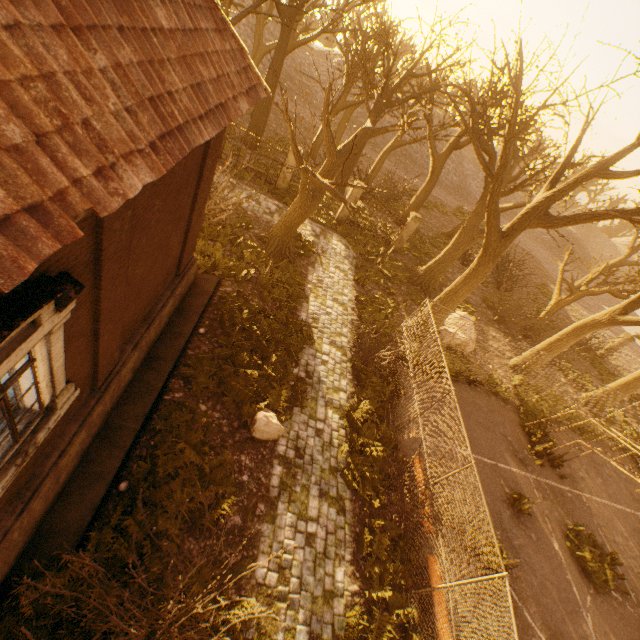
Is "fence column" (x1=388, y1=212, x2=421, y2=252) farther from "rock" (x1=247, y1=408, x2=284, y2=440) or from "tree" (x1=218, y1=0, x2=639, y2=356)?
"rock" (x1=247, y1=408, x2=284, y2=440)

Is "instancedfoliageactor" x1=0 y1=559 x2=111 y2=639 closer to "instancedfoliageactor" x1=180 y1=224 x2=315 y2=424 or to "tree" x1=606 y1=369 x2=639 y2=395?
"tree" x1=606 y1=369 x2=639 y2=395

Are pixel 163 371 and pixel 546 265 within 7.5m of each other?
no

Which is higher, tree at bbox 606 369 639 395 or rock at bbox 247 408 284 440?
tree at bbox 606 369 639 395

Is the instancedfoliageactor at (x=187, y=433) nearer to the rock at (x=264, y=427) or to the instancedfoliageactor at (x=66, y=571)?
the instancedfoliageactor at (x=66, y=571)

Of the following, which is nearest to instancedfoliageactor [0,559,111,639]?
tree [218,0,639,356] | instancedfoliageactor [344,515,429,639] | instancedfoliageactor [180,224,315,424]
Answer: tree [218,0,639,356]

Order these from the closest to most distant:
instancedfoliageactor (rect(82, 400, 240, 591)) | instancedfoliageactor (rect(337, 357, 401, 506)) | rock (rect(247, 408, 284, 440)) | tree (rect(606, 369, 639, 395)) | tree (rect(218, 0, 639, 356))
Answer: instancedfoliageactor (rect(82, 400, 240, 591)) → rock (rect(247, 408, 284, 440)) → instancedfoliageactor (rect(337, 357, 401, 506)) → tree (rect(218, 0, 639, 356)) → tree (rect(606, 369, 639, 395))

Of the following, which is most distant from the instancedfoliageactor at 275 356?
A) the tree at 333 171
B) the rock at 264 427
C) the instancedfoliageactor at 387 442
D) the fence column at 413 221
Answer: the fence column at 413 221
